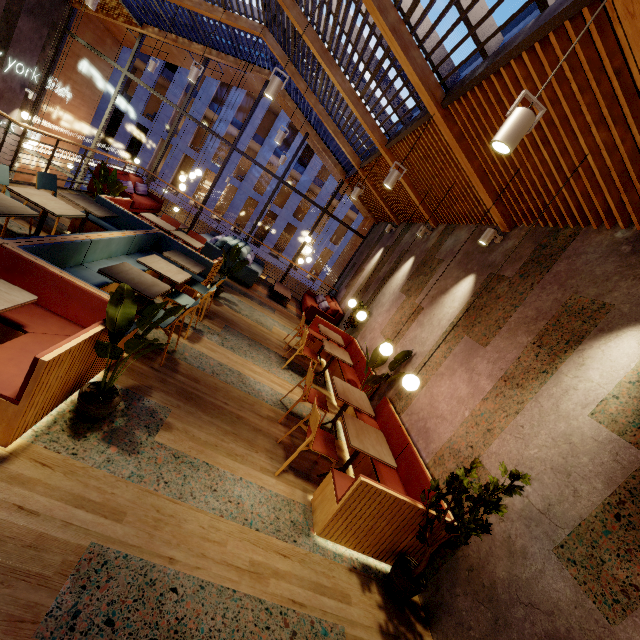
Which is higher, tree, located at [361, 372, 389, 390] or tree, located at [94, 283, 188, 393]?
tree, located at [361, 372, 389, 390]

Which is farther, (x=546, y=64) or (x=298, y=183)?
(x=298, y=183)

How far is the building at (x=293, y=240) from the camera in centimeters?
2838cm

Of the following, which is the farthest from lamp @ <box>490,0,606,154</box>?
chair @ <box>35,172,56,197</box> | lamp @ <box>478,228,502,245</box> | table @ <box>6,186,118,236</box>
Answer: chair @ <box>35,172,56,197</box>

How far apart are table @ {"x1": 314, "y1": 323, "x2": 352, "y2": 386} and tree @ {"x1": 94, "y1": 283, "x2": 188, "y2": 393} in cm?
344

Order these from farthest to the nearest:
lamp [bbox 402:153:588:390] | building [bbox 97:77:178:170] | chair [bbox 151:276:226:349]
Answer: building [bbox 97:77:178:170] < chair [bbox 151:276:226:349] < lamp [bbox 402:153:588:390]

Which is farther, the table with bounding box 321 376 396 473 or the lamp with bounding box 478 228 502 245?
the lamp with bounding box 478 228 502 245

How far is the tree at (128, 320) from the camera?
2.5m
